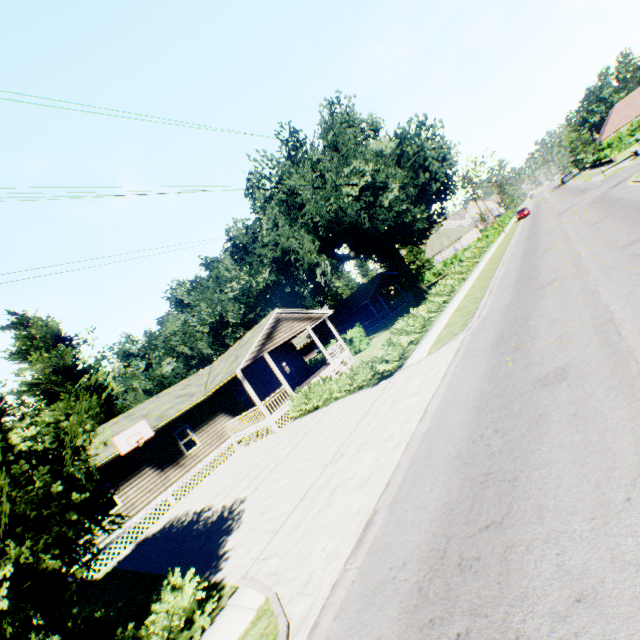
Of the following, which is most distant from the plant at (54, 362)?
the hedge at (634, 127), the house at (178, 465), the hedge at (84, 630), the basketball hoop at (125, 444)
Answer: the basketball hoop at (125, 444)

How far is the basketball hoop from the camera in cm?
1658

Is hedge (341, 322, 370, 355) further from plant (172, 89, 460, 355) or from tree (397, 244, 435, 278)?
plant (172, 89, 460, 355)

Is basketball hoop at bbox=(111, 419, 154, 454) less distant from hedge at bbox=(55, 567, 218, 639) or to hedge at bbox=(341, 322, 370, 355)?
hedge at bbox=(55, 567, 218, 639)

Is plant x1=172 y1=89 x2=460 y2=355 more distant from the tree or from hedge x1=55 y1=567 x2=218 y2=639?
hedge x1=55 y1=567 x2=218 y2=639

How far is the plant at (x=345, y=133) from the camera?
25.52m

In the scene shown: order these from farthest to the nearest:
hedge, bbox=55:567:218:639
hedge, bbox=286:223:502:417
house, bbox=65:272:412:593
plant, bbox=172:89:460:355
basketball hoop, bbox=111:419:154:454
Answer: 1. plant, bbox=172:89:460:355
2. house, bbox=65:272:412:593
3. basketball hoop, bbox=111:419:154:454
4. hedge, bbox=286:223:502:417
5. hedge, bbox=55:567:218:639

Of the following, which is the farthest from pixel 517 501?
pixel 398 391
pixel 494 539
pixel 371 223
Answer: pixel 371 223
